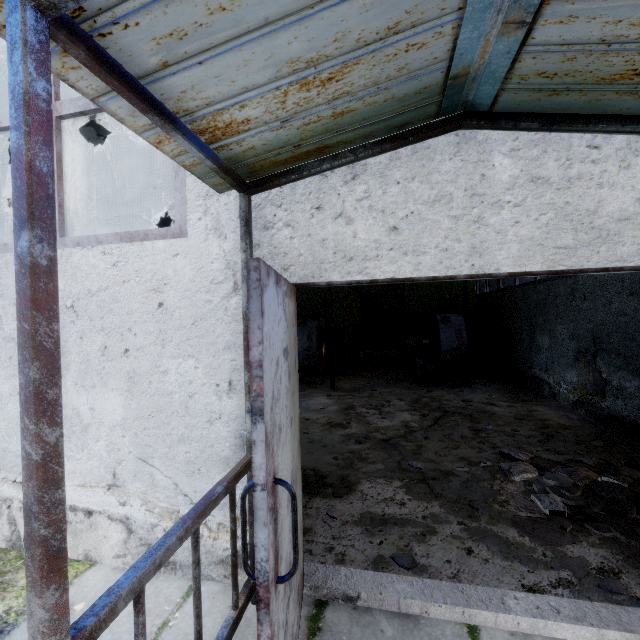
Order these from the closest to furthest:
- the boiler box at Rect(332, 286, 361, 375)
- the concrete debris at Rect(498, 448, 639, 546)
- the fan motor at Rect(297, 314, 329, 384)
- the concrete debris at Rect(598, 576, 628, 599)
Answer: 1. the concrete debris at Rect(598, 576, 628, 599)
2. the concrete debris at Rect(498, 448, 639, 546)
3. the fan motor at Rect(297, 314, 329, 384)
4. the boiler box at Rect(332, 286, 361, 375)

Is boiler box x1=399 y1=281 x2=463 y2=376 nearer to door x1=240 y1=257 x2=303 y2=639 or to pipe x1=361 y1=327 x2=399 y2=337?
pipe x1=361 y1=327 x2=399 y2=337

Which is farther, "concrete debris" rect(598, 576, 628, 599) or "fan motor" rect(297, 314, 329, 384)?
"fan motor" rect(297, 314, 329, 384)

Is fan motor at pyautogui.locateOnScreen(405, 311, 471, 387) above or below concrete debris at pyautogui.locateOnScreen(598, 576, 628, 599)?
above

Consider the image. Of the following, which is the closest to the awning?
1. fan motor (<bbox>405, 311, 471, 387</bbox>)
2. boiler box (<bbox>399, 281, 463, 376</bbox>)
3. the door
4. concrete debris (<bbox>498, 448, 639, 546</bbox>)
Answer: the door

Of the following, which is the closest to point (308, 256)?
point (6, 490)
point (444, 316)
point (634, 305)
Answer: point (6, 490)

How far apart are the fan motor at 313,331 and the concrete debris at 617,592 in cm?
719

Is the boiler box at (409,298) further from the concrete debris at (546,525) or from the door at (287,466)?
the door at (287,466)
